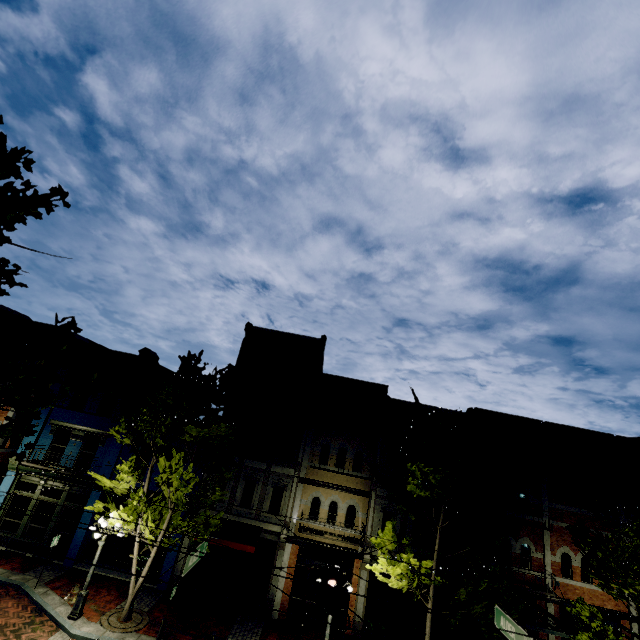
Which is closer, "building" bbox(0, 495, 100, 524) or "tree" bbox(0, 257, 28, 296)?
"tree" bbox(0, 257, 28, 296)

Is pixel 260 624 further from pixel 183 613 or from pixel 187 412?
pixel 187 412

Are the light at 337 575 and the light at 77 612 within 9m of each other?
no

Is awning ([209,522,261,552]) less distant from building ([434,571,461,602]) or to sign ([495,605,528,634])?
building ([434,571,461,602])

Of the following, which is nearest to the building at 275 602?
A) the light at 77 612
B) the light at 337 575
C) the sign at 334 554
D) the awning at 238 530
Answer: the awning at 238 530

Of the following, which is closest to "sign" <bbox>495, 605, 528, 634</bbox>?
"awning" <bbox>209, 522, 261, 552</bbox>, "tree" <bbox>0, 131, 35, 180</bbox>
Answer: "tree" <bbox>0, 131, 35, 180</bbox>

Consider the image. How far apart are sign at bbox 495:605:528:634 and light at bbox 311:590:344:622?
4.26m

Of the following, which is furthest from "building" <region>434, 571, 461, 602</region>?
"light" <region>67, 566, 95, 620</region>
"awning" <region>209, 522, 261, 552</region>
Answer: "light" <region>67, 566, 95, 620</region>
